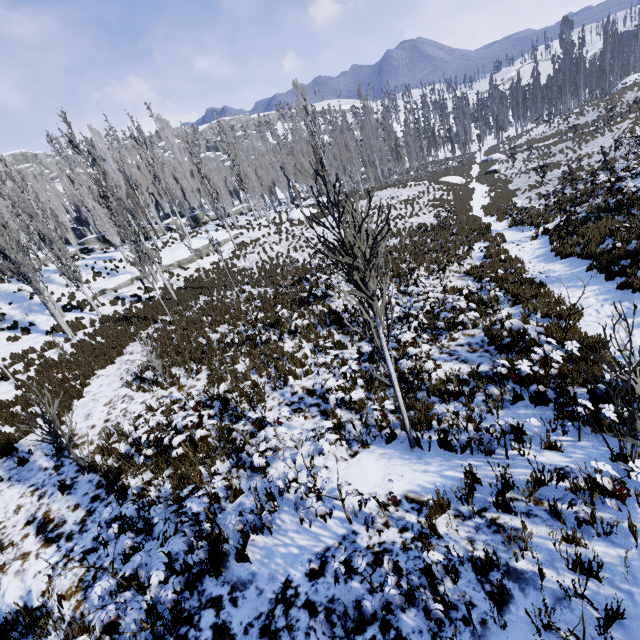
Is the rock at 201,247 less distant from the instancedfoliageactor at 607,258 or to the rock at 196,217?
the instancedfoliageactor at 607,258

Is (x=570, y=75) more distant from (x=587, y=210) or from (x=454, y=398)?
(x=454, y=398)

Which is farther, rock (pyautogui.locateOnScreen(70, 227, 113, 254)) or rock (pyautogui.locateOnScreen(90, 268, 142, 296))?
rock (pyautogui.locateOnScreen(70, 227, 113, 254))

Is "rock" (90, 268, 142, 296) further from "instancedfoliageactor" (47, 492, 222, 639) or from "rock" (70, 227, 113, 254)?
"rock" (70, 227, 113, 254)

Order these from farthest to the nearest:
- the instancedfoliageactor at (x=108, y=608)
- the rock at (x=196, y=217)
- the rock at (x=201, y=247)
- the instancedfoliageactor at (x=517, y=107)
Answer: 1. the rock at (x=196, y=217)
2. the instancedfoliageactor at (x=517, y=107)
3. the rock at (x=201, y=247)
4. the instancedfoliageactor at (x=108, y=608)

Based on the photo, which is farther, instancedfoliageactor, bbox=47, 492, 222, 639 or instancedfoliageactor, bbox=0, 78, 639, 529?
instancedfoliageactor, bbox=0, 78, 639, 529

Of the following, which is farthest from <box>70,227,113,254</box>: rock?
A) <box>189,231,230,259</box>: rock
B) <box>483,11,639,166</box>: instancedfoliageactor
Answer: <box>189,231,230,259</box>: rock
